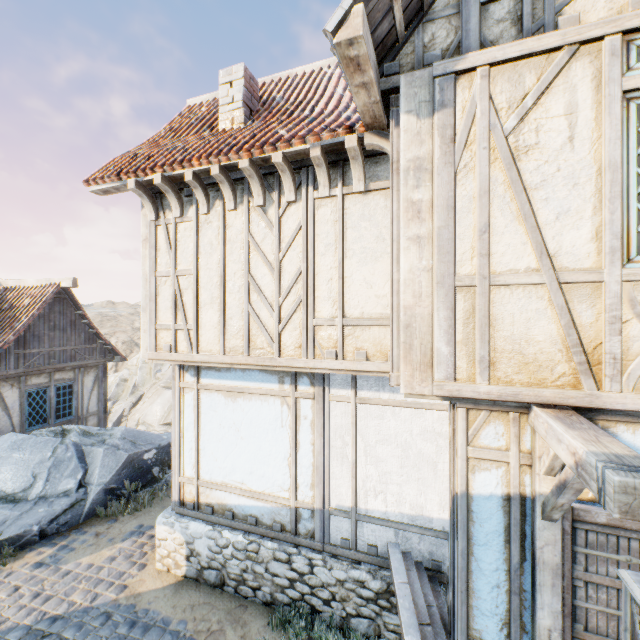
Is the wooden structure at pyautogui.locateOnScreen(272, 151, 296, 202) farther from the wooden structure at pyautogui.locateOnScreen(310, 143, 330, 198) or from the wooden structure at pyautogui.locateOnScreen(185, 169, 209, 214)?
the wooden structure at pyautogui.locateOnScreen(185, 169, 209, 214)

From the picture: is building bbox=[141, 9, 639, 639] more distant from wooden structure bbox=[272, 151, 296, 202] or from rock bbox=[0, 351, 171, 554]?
rock bbox=[0, 351, 171, 554]

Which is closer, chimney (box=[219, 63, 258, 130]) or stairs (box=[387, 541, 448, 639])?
stairs (box=[387, 541, 448, 639])

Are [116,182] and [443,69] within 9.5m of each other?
yes

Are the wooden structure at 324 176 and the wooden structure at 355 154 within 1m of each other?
yes

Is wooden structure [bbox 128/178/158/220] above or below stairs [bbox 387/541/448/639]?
above

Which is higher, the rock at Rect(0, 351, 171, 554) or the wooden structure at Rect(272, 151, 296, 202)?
the wooden structure at Rect(272, 151, 296, 202)

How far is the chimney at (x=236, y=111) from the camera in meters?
5.7
